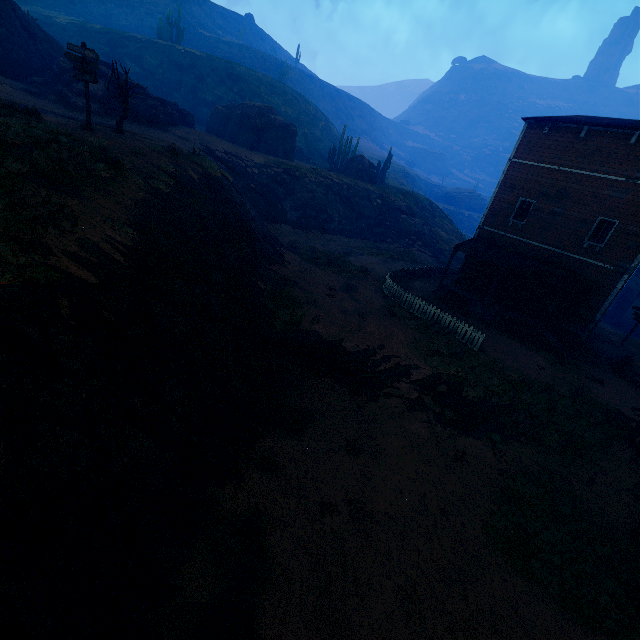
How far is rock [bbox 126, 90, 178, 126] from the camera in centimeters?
2561cm

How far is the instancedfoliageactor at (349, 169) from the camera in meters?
43.0

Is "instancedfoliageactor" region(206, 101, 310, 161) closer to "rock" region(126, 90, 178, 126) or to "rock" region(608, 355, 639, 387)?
"rock" region(126, 90, 178, 126)

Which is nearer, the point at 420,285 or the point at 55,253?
the point at 55,253

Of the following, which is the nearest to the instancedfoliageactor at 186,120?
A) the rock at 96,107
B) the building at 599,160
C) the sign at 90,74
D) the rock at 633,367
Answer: the rock at 96,107

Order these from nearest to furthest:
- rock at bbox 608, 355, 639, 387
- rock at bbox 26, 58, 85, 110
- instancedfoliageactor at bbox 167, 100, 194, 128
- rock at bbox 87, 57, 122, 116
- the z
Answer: the z → rock at bbox 608, 355, 639, 387 → rock at bbox 26, 58, 85, 110 → rock at bbox 87, 57, 122, 116 → instancedfoliageactor at bbox 167, 100, 194, 128

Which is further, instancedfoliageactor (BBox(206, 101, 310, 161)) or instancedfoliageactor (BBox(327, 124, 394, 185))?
instancedfoliageactor (BBox(327, 124, 394, 185))

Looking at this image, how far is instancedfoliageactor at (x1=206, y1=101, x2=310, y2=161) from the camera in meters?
39.0 m
